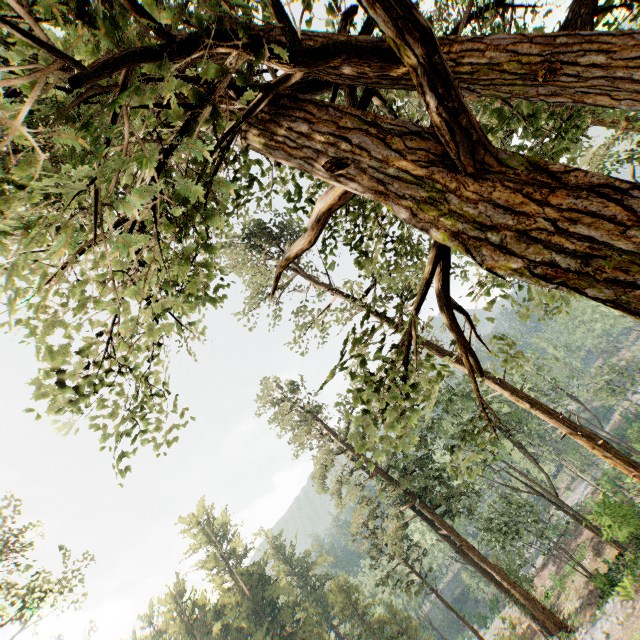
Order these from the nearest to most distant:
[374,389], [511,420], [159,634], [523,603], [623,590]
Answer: [374,389]
[623,590]
[523,603]
[511,420]
[159,634]
